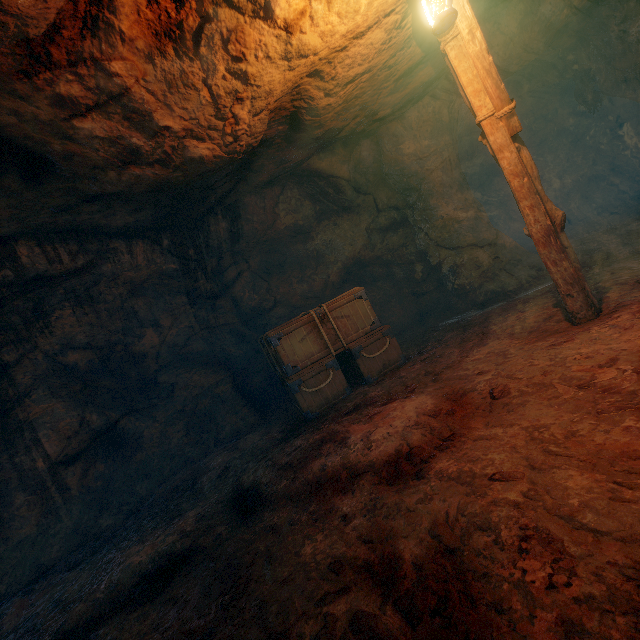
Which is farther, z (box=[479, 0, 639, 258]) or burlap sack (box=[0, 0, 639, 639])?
z (box=[479, 0, 639, 258])

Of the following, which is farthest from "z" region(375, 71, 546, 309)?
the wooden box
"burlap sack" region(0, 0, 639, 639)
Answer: the wooden box

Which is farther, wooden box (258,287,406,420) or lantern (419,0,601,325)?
wooden box (258,287,406,420)

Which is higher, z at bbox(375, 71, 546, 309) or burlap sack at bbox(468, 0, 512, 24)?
burlap sack at bbox(468, 0, 512, 24)

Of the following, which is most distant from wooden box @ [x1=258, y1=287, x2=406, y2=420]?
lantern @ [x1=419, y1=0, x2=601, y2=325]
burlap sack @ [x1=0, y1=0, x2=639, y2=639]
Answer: lantern @ [x1=419, y1=0, x2=601, y2=325]

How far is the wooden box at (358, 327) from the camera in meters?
5.7

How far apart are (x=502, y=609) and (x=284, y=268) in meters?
9.1 m

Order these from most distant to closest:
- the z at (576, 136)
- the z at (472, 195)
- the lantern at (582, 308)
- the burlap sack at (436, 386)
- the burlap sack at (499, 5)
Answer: the z at (472, 195) → the z at (576, 136) → the burlap sack at (499, 5) → the lantern at (582, 308) → the burlap sack at (436, 386)
